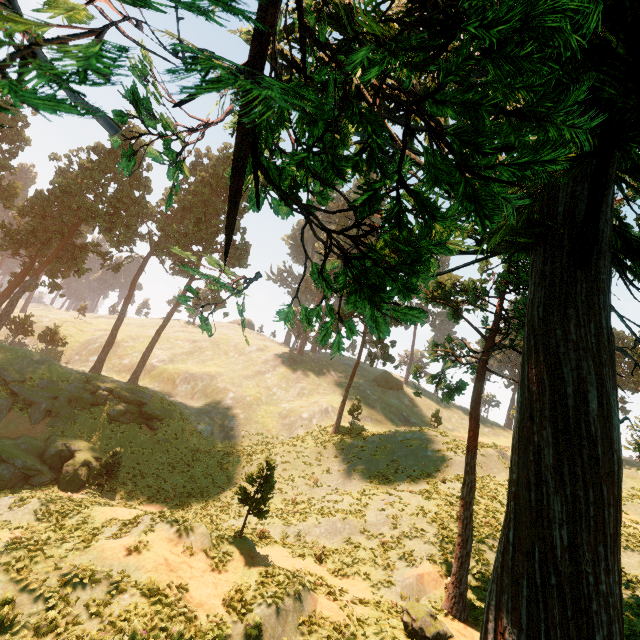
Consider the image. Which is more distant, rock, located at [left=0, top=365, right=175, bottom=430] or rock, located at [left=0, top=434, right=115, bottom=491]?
rock, located at [left=0, top=365, right=175, bottom=430]

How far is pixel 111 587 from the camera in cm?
1006

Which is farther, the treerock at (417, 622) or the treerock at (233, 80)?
the treerock at (417, 622)

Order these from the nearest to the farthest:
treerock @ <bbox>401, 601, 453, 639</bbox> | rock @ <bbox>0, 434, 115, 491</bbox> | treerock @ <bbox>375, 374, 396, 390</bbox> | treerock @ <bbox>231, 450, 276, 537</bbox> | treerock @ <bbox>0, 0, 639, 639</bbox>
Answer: treerock @ <bbox>0, 0, 639, 639</bbox> < treerock @ <bbox>401, 601, 453, 639</bbox> < treerock @ <bbox>231, 450, 276, 537</bbox> < rock @ <bbox>0, 434, 115, 491</bbox> < treerock @ <bbox>375, 374, 396, 390</bbox>

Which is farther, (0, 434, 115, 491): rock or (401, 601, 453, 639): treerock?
(0, 434, 115, 491): rock

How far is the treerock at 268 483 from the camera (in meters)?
14.17

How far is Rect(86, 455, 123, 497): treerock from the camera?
22.9m
